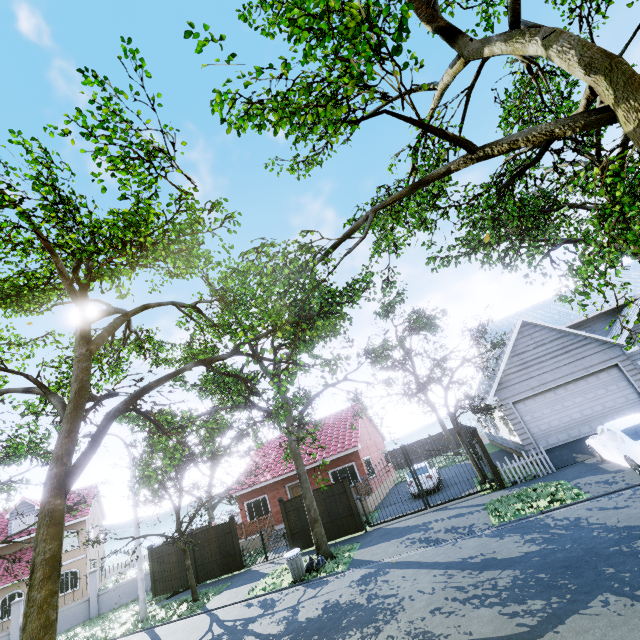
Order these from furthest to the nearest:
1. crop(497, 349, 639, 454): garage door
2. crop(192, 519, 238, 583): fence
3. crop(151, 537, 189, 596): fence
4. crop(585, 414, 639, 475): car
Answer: crop(151, 537, 189, 596): fence
crop(192, 519, 238, 583): fence
crop(497, 349, 639, 454): garage door
crop(585, 414, 639, 475): car

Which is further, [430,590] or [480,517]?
[480,517]

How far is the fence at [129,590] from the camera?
19.16m

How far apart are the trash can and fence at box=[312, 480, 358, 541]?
3.40m

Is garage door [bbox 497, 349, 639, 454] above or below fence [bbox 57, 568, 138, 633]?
above

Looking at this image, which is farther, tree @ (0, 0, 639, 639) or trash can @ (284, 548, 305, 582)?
trash can @ (284, 548, 305, 582)

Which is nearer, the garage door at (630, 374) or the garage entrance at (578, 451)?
the garage entrance at (578, 451)
